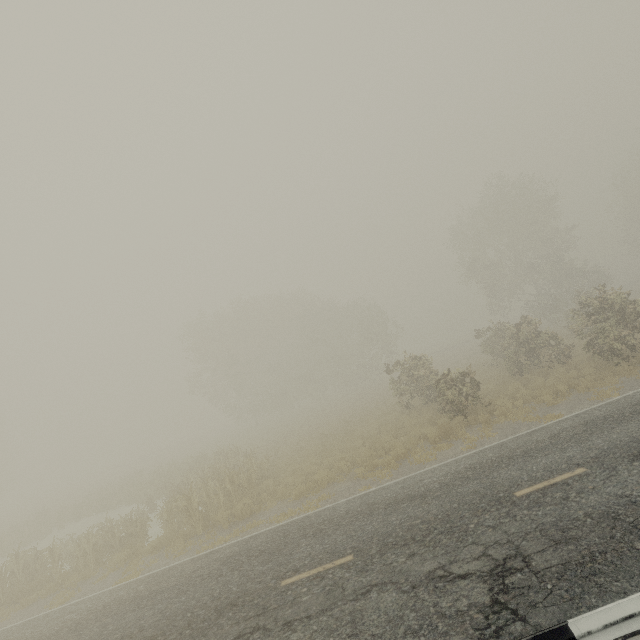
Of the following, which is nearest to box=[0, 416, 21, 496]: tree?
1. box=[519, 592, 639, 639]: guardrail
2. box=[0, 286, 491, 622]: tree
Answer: box=[0, 286, 491, 622]: tree

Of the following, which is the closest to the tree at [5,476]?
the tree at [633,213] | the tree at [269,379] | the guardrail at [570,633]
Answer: the tree at [269,379]

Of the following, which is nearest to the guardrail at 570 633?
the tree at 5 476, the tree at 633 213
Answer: the tree at 5 476

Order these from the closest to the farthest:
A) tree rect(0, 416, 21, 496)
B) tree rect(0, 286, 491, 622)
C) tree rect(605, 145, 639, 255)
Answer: tree rect(0, 286, 491, 622), tree rect(605, 145, 639, 255), tree rect(0, 416, 21, 496)

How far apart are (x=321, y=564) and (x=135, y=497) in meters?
23.9

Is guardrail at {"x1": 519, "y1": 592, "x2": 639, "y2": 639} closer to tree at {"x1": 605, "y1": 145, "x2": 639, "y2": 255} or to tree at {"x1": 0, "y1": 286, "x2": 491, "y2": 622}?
tree at {"x1": 0, "y1": 286, "x2": 491, "y2": 622}

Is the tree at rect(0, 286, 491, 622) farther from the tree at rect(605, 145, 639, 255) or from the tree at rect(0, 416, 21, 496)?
the tree at rect(605, 145, 639, 255)

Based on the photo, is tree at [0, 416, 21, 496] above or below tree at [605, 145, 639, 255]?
below
